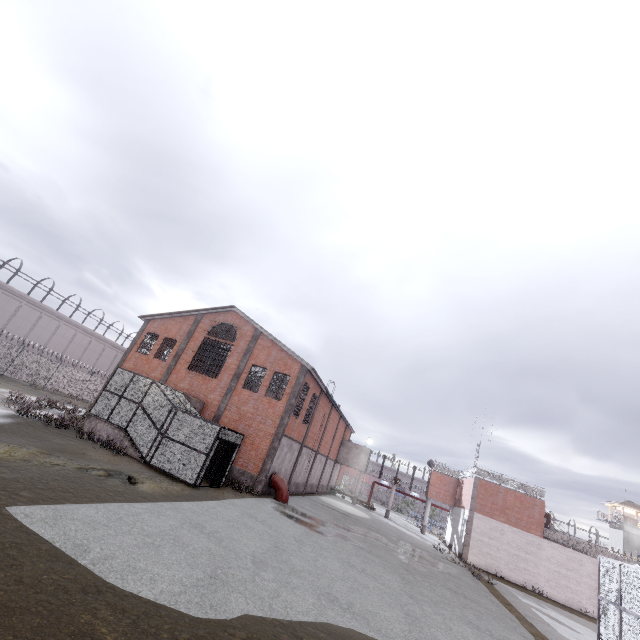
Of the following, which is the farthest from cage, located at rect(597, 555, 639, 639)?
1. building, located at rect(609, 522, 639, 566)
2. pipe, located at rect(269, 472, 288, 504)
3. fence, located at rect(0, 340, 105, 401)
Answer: building, located at rect(609, 522, 639, 566)

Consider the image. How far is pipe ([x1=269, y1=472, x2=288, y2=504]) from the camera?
21.34m

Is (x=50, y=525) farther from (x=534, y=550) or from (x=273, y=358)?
(x=534, y=550)

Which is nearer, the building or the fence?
the fence

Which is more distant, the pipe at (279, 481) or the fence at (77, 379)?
the fence at (77, 379)

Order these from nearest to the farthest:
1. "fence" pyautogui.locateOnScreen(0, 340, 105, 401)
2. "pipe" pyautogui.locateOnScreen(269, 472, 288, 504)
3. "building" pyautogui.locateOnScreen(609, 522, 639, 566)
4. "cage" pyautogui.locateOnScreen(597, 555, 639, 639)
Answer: "cage" pyautogui.locateOnScreen(597, 555, 639, 639)
"pipe" pyautogui.locateOnScreen(269, 472, 288, 504)
"fence" pyautogui.locateOnScreen(0, 340, 105, 401)
"building" pyautogui.locateOnScreen(609, 522, 639, 566)

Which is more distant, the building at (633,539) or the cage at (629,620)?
the building at (633,539)
